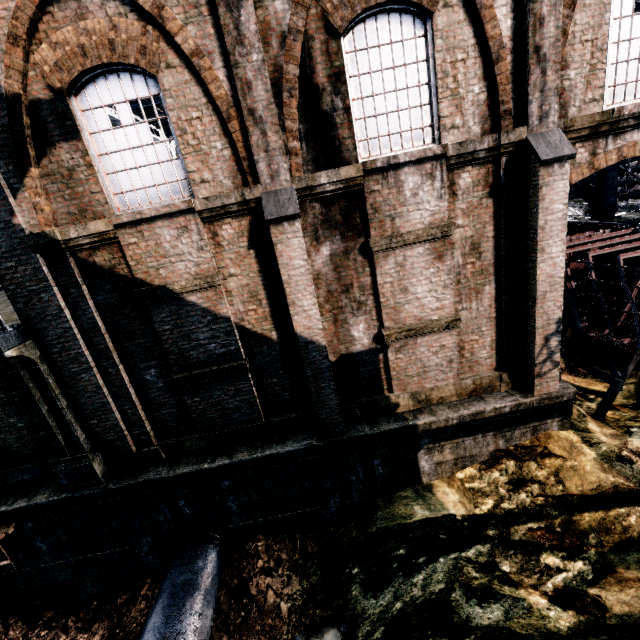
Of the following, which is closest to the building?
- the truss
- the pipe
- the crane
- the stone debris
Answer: the truss

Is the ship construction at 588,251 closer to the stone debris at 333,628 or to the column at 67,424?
the stone debris at 333,628

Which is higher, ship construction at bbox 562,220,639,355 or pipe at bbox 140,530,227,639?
Result: ship construction at bbox 562,220,639,355

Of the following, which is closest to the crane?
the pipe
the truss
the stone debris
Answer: the truss

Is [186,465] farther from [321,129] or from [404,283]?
[321,129]

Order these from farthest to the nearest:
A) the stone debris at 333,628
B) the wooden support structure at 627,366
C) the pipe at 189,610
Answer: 1. the wooden support structure at 627,366
2. the stone debris at 333,628
3. the pipe at 189,610

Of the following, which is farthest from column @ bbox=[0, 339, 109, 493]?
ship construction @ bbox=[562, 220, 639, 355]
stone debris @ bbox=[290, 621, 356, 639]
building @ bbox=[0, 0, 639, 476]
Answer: ship construction @ bbox=[562, 220, 639, 355]

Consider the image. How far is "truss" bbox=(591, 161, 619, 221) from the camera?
12.1m
